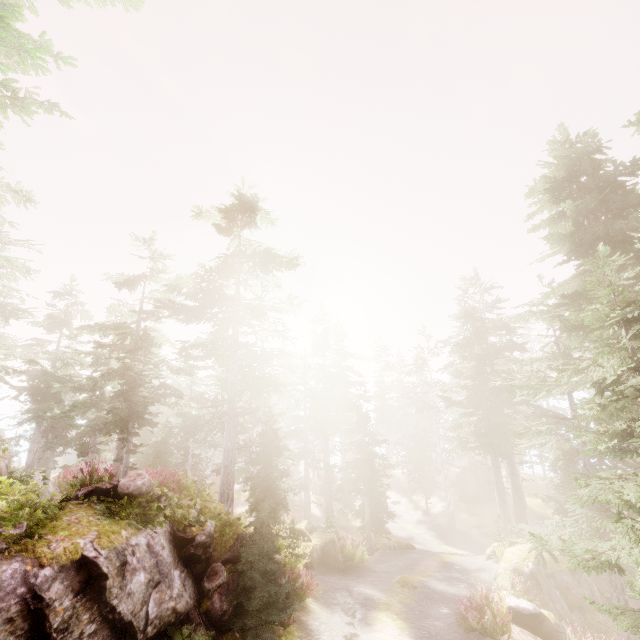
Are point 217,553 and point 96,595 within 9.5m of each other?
yes

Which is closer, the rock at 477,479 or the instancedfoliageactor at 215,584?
the instancedfoliageactor at 215,584

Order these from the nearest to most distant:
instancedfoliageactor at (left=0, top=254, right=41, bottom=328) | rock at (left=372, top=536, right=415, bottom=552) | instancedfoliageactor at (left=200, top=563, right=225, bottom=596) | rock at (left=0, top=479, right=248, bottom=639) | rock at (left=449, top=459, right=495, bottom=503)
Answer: rock at (left=0, top=479, right=248, bottom=639)
instancedfoliageactor at (left=200, top=563, right=225, bottom=596)
instancedfoliageactor at (left=0, top=254, right=41, bottom=328)
rock at (left=372, top=536, right=415, bottom=552)
rock at (left=449, top=459, right=495, bottom=503)

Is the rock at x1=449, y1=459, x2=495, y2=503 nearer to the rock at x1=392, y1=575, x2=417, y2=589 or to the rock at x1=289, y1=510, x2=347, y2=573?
the rock at x1=289, y1=510, x2=347, y2=573

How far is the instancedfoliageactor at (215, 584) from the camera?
9.13m

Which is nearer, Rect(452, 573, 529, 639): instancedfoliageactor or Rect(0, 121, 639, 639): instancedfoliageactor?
Rect(0, 121, 639, 639): instancedfoliageactor

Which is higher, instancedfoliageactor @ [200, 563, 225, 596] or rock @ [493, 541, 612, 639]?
instancedfoliageactor @ [200, 563, 225, 596]

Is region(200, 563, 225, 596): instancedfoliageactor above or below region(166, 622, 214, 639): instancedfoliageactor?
above
